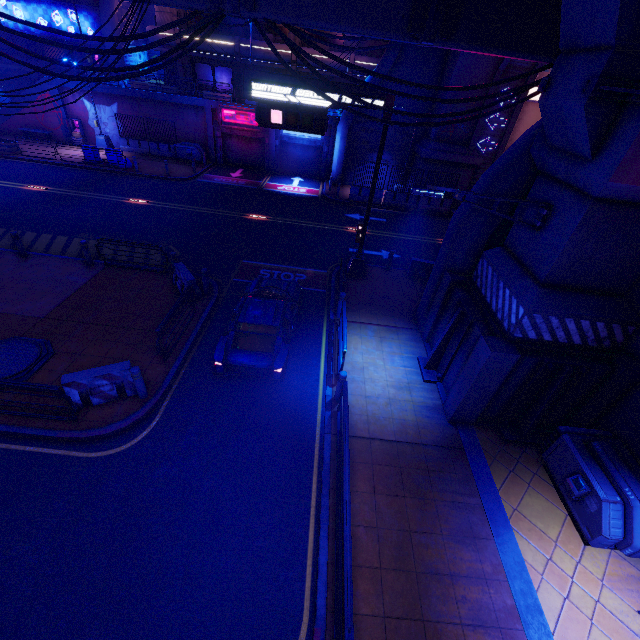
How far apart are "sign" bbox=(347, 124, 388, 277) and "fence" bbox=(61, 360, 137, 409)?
9.4m

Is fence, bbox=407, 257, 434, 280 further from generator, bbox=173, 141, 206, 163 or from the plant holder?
the plant holder

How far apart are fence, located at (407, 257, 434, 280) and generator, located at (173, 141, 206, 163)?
21.58m

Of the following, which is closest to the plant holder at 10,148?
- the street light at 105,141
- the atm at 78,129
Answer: the atm at 78,129

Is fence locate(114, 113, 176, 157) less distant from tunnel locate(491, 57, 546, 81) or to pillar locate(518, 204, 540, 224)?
tunnel locate(491, 57, 546, 81)

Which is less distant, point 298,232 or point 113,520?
point 113,520

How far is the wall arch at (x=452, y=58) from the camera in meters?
19.7 m

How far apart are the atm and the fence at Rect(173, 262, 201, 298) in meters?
24.8 m
